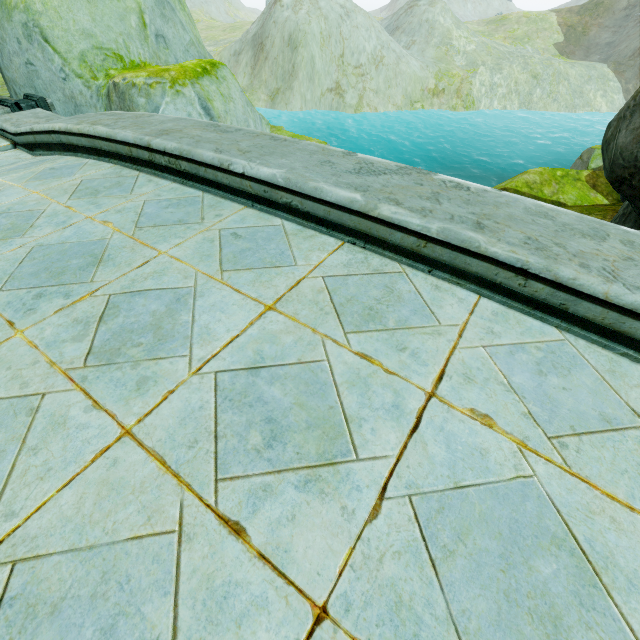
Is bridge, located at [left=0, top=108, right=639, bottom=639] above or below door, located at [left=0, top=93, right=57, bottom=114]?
above

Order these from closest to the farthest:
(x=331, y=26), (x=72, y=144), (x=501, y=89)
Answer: (x=72, y=144), (x=331, y=26), (x=501, y=89)

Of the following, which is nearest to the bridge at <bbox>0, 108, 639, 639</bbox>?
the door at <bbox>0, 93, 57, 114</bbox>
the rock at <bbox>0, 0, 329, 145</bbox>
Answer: the rock at <bbox>0, 0, 329, 145</bbox>

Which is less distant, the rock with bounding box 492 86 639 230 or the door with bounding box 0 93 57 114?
the rock with bounding box 492 86 639 230

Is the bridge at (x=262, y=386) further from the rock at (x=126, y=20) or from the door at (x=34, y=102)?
the door at (x=34, y=102)

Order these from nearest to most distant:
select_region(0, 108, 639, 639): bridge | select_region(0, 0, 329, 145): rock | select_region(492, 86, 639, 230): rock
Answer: select_region(0, 108, 639, 639): bridge, select_region(492, 86, 639, 230): rock, select_region(0, 0, 329, 145): rock

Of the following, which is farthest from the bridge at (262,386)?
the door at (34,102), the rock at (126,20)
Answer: the door at (34,102)
